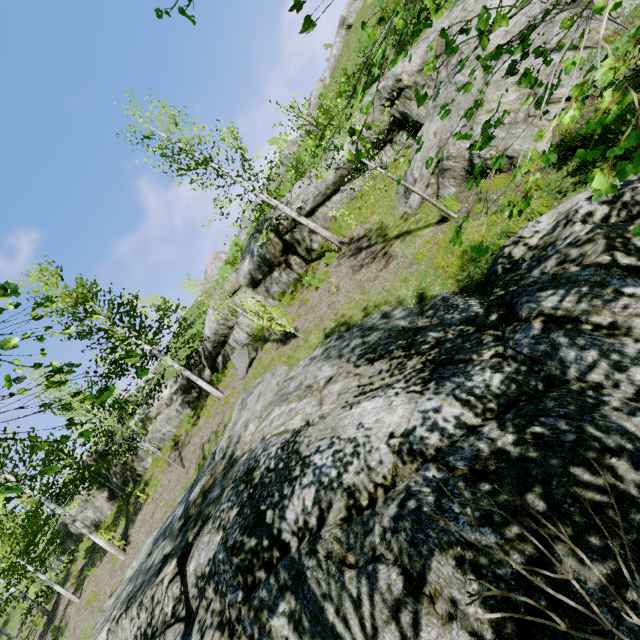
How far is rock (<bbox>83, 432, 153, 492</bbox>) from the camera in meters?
19.6 m

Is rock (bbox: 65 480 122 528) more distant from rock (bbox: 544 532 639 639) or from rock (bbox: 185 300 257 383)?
rock (bbox: 544 532 639 639)

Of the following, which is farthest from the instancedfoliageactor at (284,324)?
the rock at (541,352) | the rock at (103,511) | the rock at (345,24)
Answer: the rock at (345,24)

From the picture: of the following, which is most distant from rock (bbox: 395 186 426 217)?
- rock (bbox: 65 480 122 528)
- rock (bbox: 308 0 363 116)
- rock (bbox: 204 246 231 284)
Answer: rock (bbox: 204 246 231 284)

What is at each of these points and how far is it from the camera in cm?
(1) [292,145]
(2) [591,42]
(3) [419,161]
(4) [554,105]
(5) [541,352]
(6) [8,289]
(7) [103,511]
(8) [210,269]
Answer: (1) rock, 3603
(2) rock, 705
(3) rock, 912
(4) rock, 656
(5) rock, 304
(6) instancedfoliageactor, 243
(7) rock, 2111
(8) rock, 4338

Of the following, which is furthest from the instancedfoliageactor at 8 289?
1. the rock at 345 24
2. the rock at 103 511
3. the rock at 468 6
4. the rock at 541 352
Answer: the rock at 345 24

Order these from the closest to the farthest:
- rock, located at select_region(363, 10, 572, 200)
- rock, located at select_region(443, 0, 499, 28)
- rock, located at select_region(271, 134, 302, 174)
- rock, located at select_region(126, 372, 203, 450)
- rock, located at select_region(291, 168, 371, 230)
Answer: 1. rock, located at select_region(363, 10, 572, 200)
2. rock, located at select_region(443, 0, 499, 28)
3. rock, located at select_region(291, 168, 371, 230)
4. rock, located at select_region(126, 372, 203, 450)
5. rock, located at select_region(271, 134, 302, 174)

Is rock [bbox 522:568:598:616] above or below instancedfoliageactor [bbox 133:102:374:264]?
below
